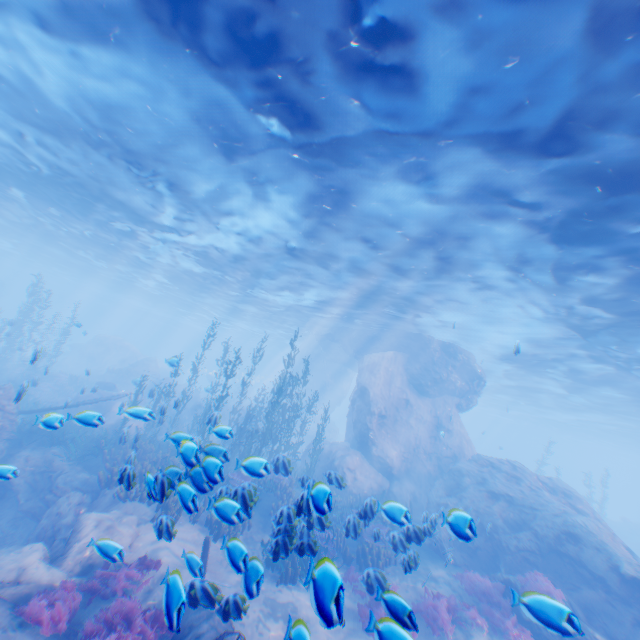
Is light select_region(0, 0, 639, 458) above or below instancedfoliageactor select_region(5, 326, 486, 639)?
above

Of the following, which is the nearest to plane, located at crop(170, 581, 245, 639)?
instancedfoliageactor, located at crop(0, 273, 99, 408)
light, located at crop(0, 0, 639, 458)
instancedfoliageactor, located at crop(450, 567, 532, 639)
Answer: instancedfoliageactor, located at crop(0, 273, 99, 408)

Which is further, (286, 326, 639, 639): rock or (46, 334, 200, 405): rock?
(46, 334, 200, 405): rock

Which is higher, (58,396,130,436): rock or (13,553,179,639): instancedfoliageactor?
(58,396,130,436): rock

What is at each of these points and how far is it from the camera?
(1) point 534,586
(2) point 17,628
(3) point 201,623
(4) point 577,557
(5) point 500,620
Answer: (1) instancedfoliageactor, 10.7 meters
(2) plane, 5.8 meters
(3) plane, 6.7 meters
(4) rock, 12.1 meters
(5) instancedfoliageactor, 10.3 meters

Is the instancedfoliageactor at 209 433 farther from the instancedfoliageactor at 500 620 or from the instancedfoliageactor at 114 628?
the instancedfoliageactor at 114 628

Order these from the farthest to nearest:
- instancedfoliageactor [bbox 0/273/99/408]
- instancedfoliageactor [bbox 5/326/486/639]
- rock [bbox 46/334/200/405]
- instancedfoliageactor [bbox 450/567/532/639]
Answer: rock [bbox 46/334/200/405] → instancedfoliageactor [bbox 0/273/99/408] → instancedfoliageactor [bbox 450/567/532/639] → instancedfoliageactor [bbox 5/326/486/639]

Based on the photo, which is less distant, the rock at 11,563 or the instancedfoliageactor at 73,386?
the rock at 11,563
